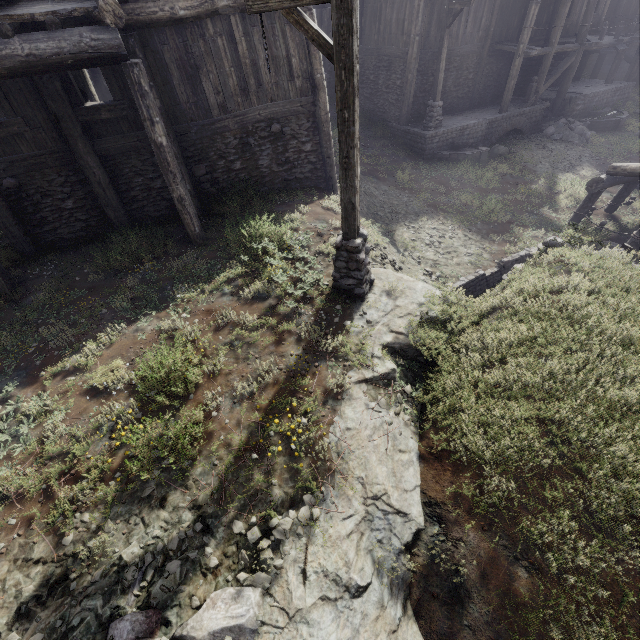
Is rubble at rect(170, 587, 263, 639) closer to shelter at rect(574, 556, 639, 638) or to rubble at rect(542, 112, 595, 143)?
shelter at rect(574, 556, 639, 638)

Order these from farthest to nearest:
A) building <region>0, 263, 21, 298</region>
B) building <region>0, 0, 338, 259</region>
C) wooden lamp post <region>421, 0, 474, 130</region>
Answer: wooden lamp post <region>421, 0, 474, 130</region> < building <region>0, 263, 21, 298</region> < building <region>0, 0, 338, 259</region>

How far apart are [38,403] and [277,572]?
4.7 meters

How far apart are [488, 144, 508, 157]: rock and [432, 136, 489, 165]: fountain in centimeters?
32cm

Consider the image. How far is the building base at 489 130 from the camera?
16.45m

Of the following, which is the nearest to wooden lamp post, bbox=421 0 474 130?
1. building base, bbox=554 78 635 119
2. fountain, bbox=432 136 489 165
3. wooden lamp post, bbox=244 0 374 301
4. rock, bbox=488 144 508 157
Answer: building base, bbox=554 78 635 119

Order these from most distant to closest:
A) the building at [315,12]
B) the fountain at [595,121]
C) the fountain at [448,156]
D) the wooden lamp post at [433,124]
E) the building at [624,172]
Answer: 1. the fountain at [595,121]
2. the fountain at [448,156]
3. the wooden lamp post at [433,124]
4. the building at [624,172]
5. the building at [315,12]

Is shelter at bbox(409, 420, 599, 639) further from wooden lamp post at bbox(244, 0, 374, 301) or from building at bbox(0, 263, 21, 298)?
building at bbox(0, 263, 21, 298)
